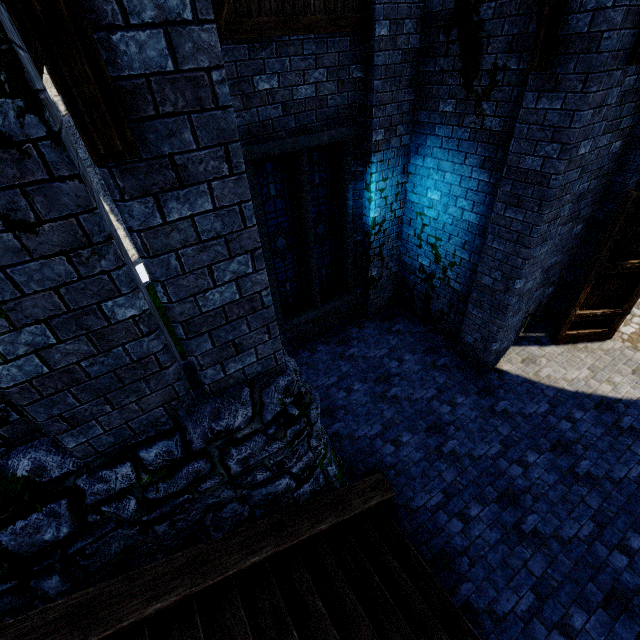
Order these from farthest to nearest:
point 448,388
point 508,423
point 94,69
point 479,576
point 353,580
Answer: point 448,388 → point 508,423 → point 479,576 → point 353,580 → point 94,69

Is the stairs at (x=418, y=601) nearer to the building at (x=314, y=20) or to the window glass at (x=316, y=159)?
the building at (x=314, y=20)

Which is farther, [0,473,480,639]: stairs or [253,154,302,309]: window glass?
[253,154,302,309]: window glass

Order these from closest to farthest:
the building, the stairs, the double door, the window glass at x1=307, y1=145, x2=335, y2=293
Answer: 1. the building
2. the stairs
3. the double door
4. the window glass at x1=307, y1=145, x2=335, y2=293

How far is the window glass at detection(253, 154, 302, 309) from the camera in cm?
591

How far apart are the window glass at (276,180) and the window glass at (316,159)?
0.2m

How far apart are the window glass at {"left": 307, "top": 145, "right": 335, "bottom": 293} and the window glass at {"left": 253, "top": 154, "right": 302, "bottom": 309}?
0.2 meters

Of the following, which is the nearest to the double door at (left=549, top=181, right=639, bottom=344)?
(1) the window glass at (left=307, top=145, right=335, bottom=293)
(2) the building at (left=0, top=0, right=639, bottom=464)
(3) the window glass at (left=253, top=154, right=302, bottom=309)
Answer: (2) the building at (left=0, top=0, right=639, bottom=464)
